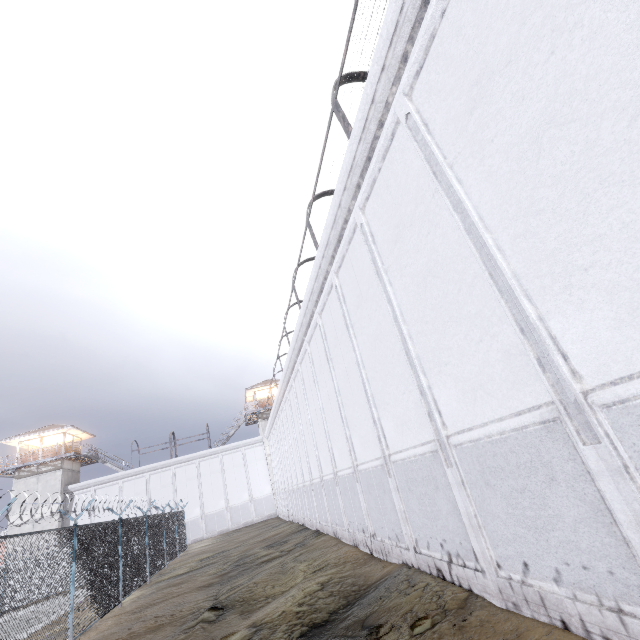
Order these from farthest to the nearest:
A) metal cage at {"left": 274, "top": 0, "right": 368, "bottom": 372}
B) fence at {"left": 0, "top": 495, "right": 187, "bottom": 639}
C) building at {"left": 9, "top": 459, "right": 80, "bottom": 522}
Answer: building at {"left": 9, "top": 459, "right": 80, "bottom": 522} < fence at {"left": 0, "top": 495, "right": 187, "bottom": 639} < metal cage at {"left": 274, "top": 0, "right": 368, "bottom": 372}

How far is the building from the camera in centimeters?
3027cm

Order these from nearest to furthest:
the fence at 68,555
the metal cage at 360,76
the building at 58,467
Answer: the metal cage at 360,76, the fence at 68,555, the building at 58,467

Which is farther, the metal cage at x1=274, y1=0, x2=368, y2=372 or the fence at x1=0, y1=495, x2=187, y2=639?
the fence at x1=0, y1=495, x2=187, y2=639

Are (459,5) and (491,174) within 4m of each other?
yes

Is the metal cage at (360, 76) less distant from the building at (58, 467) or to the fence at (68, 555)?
the fence at (68, 555)

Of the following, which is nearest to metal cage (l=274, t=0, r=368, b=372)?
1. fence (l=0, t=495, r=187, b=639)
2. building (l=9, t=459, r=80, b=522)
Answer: fence (l=0, t=495, r=187, b=639)
